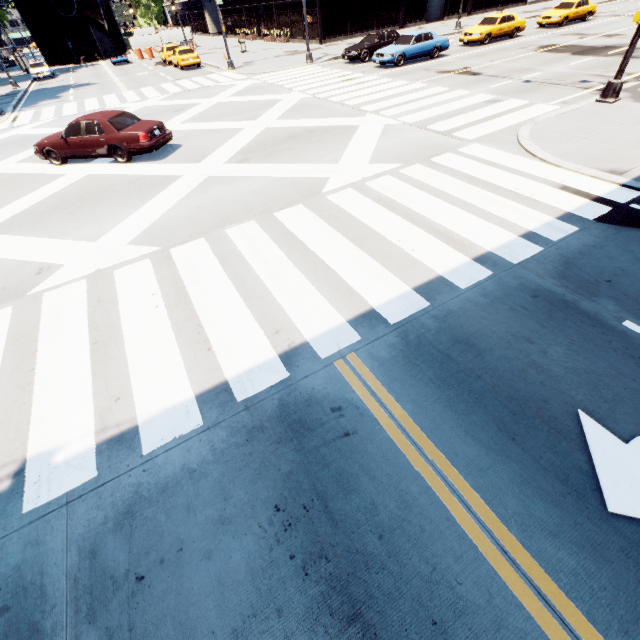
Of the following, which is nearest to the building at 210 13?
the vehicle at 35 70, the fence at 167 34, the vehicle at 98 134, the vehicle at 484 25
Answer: the fence at 167 34

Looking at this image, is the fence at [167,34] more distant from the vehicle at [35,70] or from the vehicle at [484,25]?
the vehicle at [484,25]

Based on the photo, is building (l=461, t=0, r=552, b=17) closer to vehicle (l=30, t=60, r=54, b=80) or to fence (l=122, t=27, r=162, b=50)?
fence (l=122, t=27, r=162, b=50)

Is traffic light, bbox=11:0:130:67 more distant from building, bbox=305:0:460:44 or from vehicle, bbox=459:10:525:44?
building, bbox=305:0:460:44

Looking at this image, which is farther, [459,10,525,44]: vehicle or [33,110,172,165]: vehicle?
[459,10,525,44]: vehicle

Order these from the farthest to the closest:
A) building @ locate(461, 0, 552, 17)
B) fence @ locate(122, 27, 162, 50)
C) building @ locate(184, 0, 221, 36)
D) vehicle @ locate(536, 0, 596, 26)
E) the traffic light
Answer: building @ locate(184, 0, 221, 36) → fence @ locate(122, 27, 162, 50) → building @ locate(461, 0, 552, 17) → vehicle @ locate(536, 0, 596, 26) → the traffic light

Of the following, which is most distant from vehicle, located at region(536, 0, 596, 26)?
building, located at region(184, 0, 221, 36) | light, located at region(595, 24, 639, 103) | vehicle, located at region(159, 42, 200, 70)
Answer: vehicle, located at region(159, 42, 200, 70)

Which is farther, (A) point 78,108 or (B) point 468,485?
(A) point 78,108
